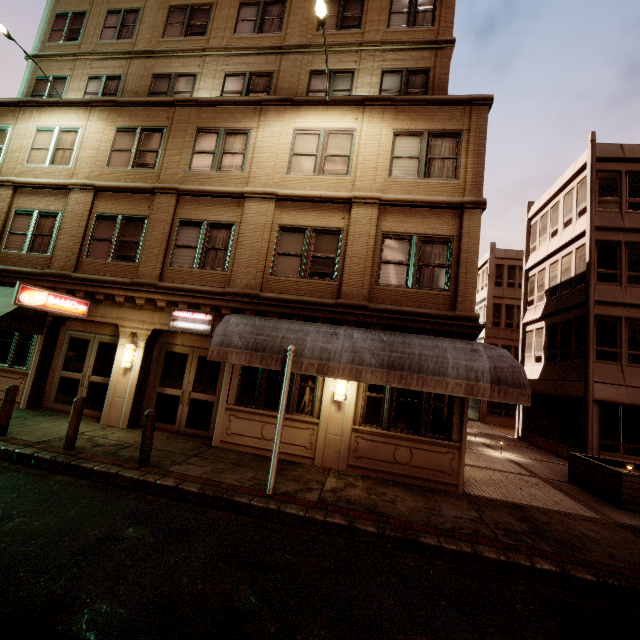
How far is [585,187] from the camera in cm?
1670

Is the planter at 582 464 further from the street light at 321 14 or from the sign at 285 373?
the street light at 321 14

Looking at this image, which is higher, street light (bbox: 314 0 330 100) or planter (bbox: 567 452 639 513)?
street light (bbox: 314 0 330 100)

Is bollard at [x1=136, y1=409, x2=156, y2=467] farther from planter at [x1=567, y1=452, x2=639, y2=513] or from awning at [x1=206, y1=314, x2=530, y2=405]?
planter at [x1=567, y1=452, x2=639, y2=513]

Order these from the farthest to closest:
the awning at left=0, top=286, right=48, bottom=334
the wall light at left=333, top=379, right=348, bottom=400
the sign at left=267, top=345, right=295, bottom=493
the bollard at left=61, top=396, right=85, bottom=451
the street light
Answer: the awning at left=0, top=286, right=48, bottom=334
the wall light at left=333, top=379, right=348, bottom=400
the street light
the bollard at left=61, top=396, right=85, bottom=451
the sign at left=267, top=345, right=295, bottom=493

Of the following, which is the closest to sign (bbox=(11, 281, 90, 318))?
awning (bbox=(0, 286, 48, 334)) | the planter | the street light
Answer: awning (bbox=(0, 286, 48, 334))

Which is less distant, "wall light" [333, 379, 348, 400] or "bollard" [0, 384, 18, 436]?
"bollard" [0, 384, 18, 436]

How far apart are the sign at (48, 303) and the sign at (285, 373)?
7.79m
